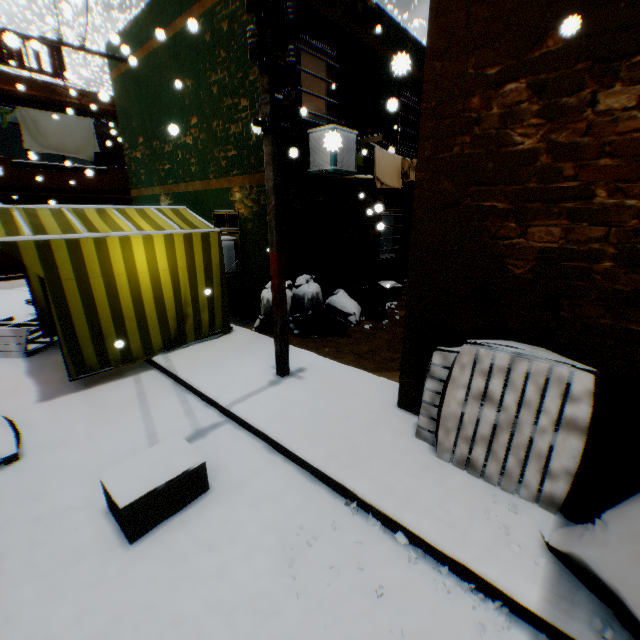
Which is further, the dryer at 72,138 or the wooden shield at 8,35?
the dryer at 72,138

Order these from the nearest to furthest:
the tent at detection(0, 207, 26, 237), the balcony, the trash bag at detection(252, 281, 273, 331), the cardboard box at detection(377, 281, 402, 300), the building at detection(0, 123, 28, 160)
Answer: the tent at detection(0, 207, 26, 237)
the trash bag at detection(252, 281, 273, 331)
the cardboard box at detection(377, 281, 402, 300)
the balcony
the building at detection(0, 123, 28, 160)

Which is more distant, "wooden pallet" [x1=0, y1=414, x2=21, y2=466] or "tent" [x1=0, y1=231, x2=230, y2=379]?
"tent" [x1=0, y1=231, x2=230, y2=379]

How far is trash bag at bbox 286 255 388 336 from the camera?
6.48m

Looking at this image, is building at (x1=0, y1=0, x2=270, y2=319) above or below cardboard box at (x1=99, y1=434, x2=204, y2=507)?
above

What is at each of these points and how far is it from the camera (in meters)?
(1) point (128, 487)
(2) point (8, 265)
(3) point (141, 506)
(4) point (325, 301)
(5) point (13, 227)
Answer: (1) cardboard box, 2.71
(2) building, 13.43
(3) cardboard box, 2.64
(4) trash bag, 7.39
(5) tent, 4.52

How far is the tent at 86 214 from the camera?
5.1m

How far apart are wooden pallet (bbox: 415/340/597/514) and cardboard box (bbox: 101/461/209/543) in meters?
2.2 m
